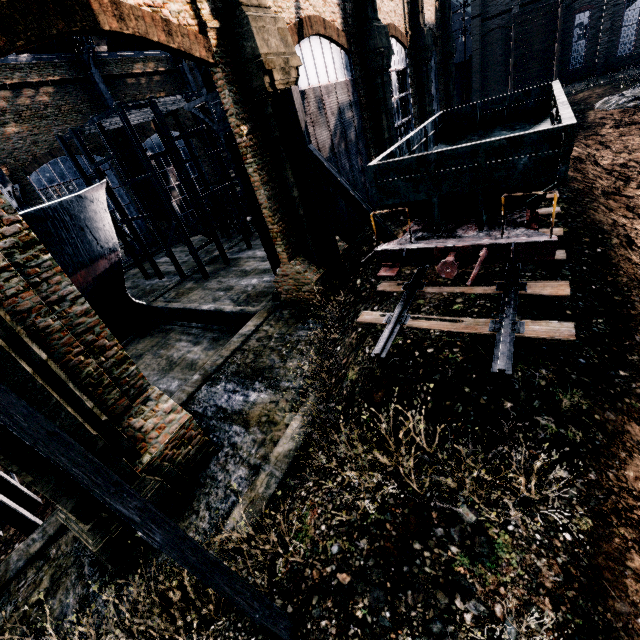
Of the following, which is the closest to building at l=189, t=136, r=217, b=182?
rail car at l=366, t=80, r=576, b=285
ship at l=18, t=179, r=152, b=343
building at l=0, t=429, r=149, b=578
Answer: rail car at l=366, t=80, r=576, b=285

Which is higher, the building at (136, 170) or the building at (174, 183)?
the building at (136, 170)

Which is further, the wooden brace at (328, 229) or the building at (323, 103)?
the wooden brace at (328, 229)

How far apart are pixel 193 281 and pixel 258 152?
15.28m

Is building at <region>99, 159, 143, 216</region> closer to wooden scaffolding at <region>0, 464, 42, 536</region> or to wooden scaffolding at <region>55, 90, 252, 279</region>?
wooden scaffolding at <region>0, 464, 42, 536</region>

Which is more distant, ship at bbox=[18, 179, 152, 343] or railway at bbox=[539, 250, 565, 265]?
ship at bbox=[18, 179, 152, 343]

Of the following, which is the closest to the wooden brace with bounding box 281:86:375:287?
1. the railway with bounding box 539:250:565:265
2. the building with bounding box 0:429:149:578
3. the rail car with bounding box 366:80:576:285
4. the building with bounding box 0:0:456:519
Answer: the building with bounding box 0:0:456:519

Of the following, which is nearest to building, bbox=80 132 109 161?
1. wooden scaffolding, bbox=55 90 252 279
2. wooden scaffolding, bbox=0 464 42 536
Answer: wooden scaffolding, bbox=0 464 42 536
